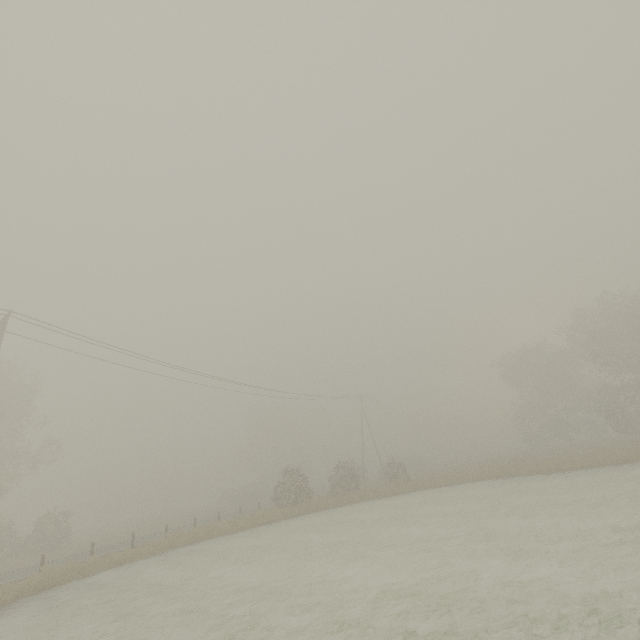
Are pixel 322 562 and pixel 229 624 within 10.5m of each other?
yes
